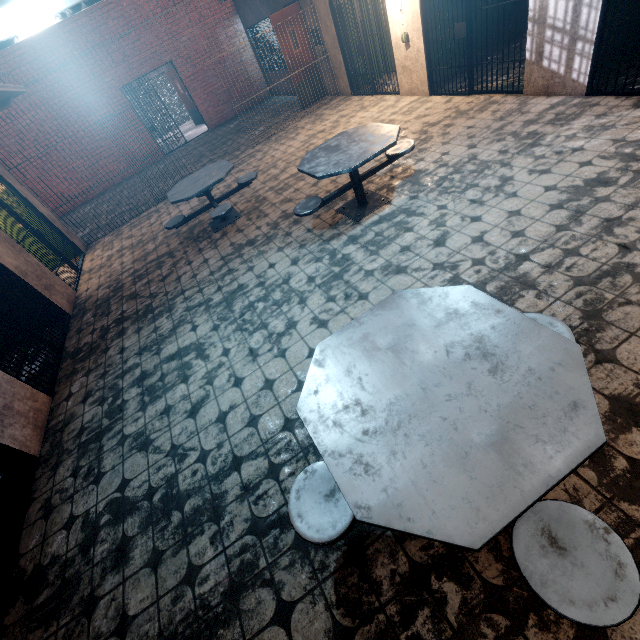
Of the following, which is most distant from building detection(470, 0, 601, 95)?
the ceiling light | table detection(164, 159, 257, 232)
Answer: the ceiling light

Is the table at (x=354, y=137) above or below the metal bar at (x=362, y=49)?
below

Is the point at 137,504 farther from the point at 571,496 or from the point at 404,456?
the point at 571,496

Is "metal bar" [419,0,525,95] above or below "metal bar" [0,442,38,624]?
above

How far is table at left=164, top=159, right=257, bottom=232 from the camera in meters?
5.1

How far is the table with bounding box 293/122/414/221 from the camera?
3.62m

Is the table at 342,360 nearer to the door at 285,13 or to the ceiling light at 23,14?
the ceiling light at 23,14

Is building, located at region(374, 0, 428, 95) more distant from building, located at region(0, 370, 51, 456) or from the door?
building, located at region(0, 370, 51, 456)
